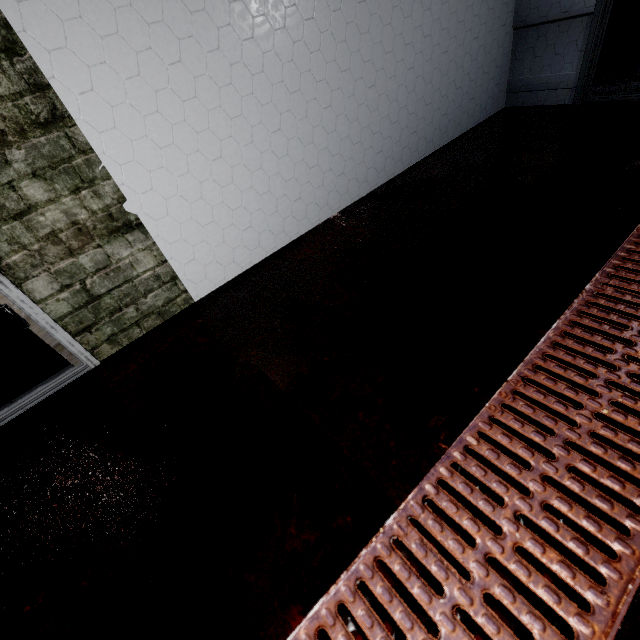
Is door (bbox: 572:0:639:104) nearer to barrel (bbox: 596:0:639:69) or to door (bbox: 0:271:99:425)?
barrel (bbox: 596:0:639:69)

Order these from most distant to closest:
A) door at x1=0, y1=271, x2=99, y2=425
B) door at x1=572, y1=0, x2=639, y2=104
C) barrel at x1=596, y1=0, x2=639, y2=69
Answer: barrel at x1=596, y1=0, x2=639, y2=69 < door at x1=572, y1=0, x2=639, y2=104 < door at x1=0, y1=271, x2=99, y2=425

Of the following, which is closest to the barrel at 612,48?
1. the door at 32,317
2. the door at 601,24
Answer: the door at 601,24

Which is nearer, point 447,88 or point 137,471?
point 137,471

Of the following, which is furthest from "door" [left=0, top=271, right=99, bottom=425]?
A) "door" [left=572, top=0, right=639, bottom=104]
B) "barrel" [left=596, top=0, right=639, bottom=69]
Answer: "barrel" [left=596, top=0, right=639, bottom=69]

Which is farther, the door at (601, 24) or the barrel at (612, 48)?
the barrel at (612, 48)
